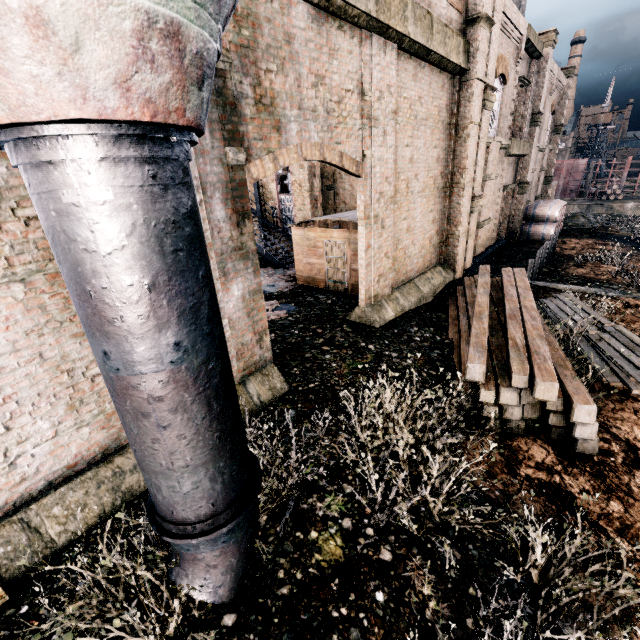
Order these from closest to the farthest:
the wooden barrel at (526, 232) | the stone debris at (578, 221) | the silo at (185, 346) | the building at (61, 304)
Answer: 1. the silo at (185, 346)
2. the building at (61, 304)
3. the wooden barrel at (526, 232)
4. the stone debris at (578, 221)

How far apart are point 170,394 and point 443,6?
15.1m

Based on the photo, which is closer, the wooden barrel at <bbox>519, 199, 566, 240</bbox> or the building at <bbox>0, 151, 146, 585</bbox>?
the building at <bbox>0, 151, 146, 585</bbox>

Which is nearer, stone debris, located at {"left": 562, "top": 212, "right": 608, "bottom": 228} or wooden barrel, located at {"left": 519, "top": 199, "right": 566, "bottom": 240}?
wooden barrel, located at {"left": 519, "top": 199, "right": 566, "bottom": 240}

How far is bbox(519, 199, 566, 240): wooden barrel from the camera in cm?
2477

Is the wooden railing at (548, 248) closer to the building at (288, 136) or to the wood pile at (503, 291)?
the wood pile at (503, 291)

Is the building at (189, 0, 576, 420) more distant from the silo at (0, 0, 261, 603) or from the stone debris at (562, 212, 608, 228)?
the stone debris at (562, 212, 608, 228)

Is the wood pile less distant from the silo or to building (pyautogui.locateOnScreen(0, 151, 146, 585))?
building (pyautogui.locateOnScreen(0, 151, 146, 585))
